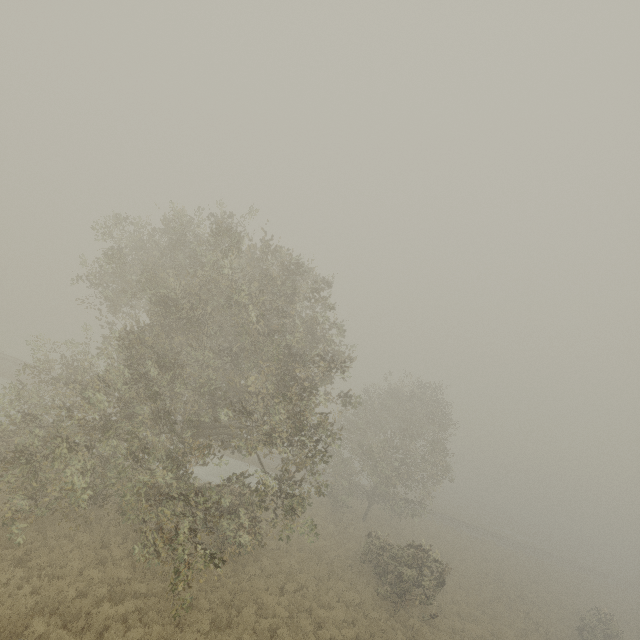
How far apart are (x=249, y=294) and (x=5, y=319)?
73.7m
